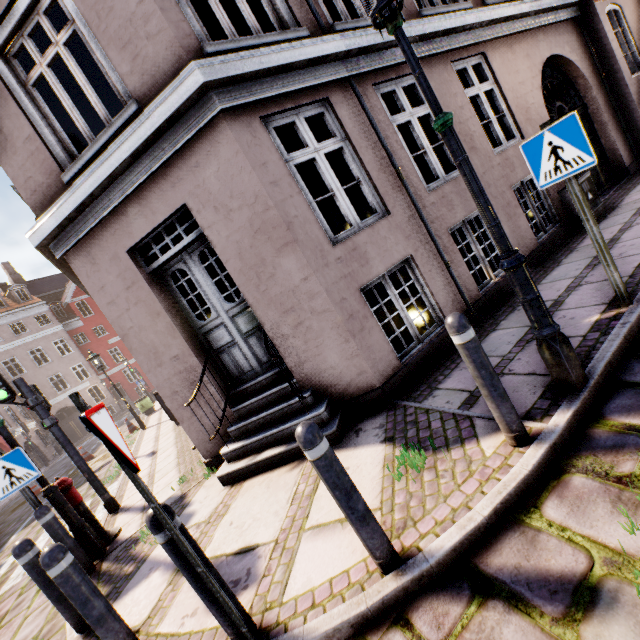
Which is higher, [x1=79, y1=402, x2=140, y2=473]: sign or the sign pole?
[x1=79, y1=402, x2=140, y2=473]: sign

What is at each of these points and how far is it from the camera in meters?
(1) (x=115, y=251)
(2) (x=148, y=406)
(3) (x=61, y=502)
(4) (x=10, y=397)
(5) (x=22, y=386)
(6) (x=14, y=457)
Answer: (1) building, 4.5
(2) trash bin, 17.4
(3) street light, 4.5
(4) traffic light, 5.6
(5) traffic light pole, 5.7
(6) sign, 4.3

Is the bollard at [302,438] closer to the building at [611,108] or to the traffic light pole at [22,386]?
the building at [611,108]

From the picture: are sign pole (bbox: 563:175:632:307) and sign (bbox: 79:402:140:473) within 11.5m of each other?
yes

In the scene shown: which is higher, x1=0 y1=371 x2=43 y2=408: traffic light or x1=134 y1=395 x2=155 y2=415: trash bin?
x1=0 y1=371 x2=43 y2=408: traffic light

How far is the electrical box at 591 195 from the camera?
6.3 meters

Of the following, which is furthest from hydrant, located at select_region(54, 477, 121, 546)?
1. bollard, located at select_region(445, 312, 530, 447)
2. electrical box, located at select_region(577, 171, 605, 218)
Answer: electrical box, located at select_region(577, 171, 605, 218)

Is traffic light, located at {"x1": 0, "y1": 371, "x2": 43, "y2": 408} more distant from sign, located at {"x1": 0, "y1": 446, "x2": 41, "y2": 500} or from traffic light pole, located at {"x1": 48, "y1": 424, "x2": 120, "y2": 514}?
sign, located at {"x1": 0, "y1": 446, "x2": 41, "y2": 500}
